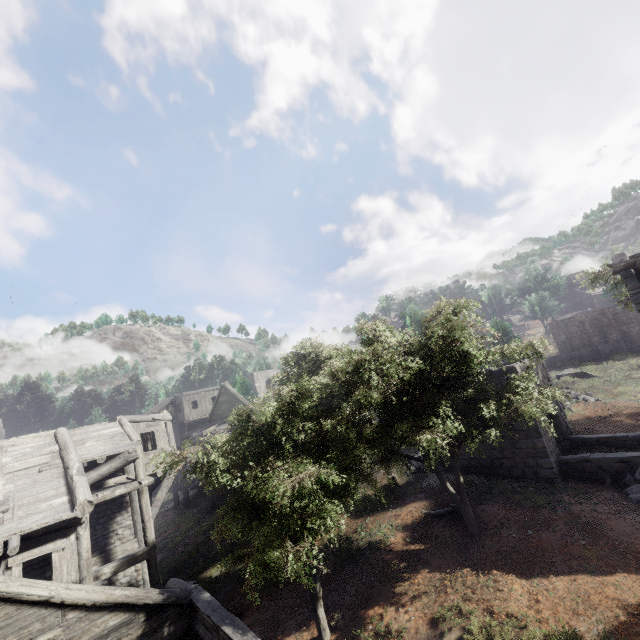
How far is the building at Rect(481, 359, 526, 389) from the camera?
15.1 meters

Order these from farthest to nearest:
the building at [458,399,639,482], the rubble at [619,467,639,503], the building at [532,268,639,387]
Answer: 1. the building at [532,268,639,387]
2. the building at [458,399,639,482]
3. the rubble at [619,467,639,503]

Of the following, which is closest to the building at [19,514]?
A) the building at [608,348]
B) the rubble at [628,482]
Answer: the rubble at [628,482]

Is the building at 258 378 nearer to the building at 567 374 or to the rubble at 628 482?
the building at 567 374

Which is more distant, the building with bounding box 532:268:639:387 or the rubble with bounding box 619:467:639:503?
the building with bounding box 532:268:639:387

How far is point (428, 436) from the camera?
9.64m

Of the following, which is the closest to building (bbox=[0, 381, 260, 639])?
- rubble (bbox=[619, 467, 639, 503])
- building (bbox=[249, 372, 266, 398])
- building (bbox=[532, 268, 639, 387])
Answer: rubble (bbox=[619, 467, 639, 503])
